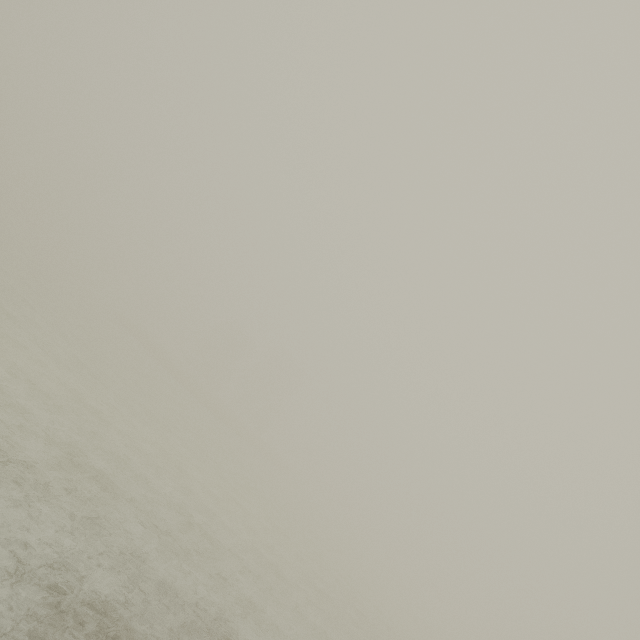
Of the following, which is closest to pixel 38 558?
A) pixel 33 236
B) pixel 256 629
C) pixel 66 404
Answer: pixel 256 629
